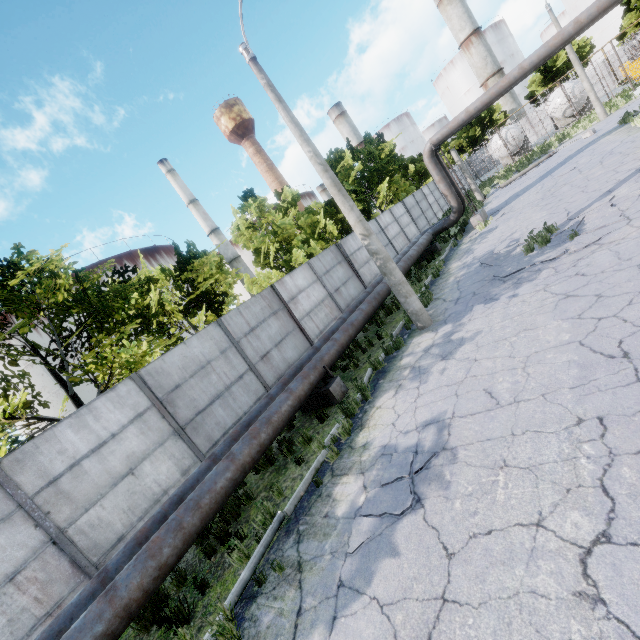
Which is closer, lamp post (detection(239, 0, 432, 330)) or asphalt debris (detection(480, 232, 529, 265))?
lamp post (detection(239, 0, 432, 330))

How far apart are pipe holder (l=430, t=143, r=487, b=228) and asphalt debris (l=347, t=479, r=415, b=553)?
15.98m

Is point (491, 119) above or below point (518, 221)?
above

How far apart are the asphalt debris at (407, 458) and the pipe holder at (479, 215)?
16.0 meters

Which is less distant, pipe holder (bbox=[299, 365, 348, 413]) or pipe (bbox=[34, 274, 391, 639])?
pipe (bbox=[34, 274, 391, 639])

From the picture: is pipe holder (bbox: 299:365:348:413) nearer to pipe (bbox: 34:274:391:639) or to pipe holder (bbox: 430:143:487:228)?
pipe (bbox: 34:274:391:639)

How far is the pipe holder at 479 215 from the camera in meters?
17.1

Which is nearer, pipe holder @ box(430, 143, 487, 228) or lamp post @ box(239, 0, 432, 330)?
lamp post @ box(239, 0, 432, 330)
